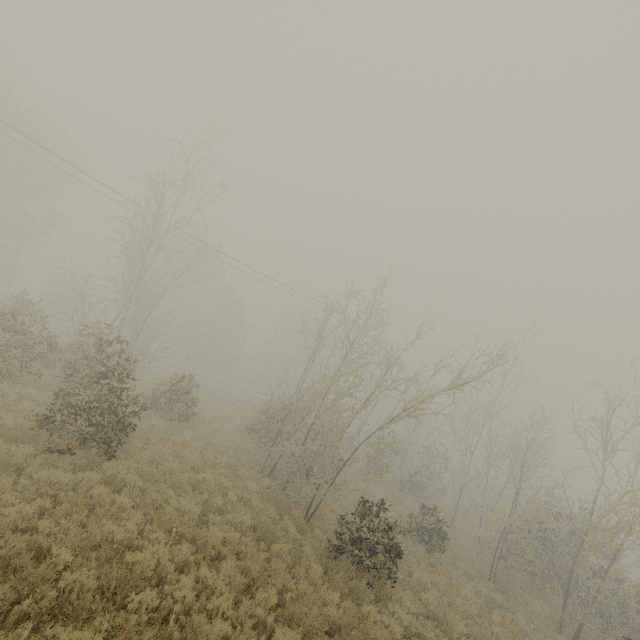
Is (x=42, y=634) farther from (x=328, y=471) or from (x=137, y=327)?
(x=137, y=327)
